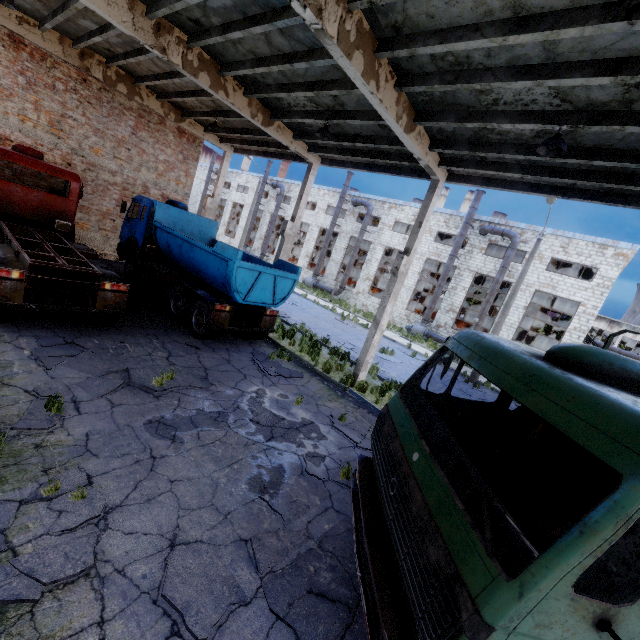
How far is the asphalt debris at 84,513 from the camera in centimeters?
374cm

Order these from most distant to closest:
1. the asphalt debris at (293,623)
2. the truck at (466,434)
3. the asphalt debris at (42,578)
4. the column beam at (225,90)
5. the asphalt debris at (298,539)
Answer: the column beam at (225,90) < the asphalt debris at (298,539) < the asphalt debris at (293,623) < the asphalt debris at (42,578) < the truck at (466,434)

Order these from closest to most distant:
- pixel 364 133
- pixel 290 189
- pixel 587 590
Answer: pixel 587 590, pixel 364 133, pixel 290 189

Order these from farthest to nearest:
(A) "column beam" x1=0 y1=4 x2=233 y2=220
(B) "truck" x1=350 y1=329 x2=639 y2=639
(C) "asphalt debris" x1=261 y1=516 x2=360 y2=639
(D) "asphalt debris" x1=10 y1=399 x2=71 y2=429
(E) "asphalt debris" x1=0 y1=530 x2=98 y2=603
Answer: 1. (A) "column beam" x1=0 y1=4 x2=233 y2=220
2. (D) "asphalt debris" x1=10 y1=399 x2=71 y2=429
3. (C) "asphalt debris" x1=261 y1=516 x2=360 y2=639
4. (E) "asphalt debris" x1=0 y1=530 x2=98 y2=603
5. (B) "truck" x1=350 y1=329 x2=639 y2=639

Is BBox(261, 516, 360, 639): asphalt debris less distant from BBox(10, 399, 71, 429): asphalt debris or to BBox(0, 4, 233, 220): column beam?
BBox(10, 399, 71, 429): asphalt debris

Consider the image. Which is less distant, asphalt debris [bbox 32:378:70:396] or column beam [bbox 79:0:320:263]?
asphalt debris [bbox 32:378:70:396]

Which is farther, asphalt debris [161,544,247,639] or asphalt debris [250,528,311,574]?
asphalt debris [250,528,311,574]

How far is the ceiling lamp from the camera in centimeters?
639cm
